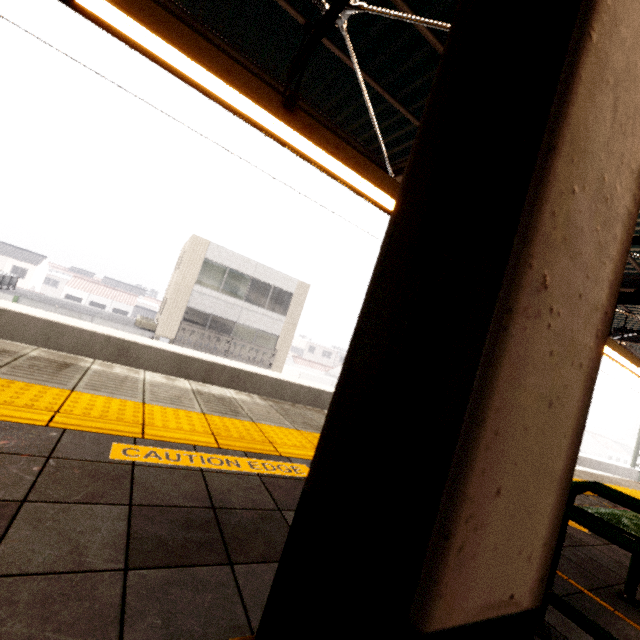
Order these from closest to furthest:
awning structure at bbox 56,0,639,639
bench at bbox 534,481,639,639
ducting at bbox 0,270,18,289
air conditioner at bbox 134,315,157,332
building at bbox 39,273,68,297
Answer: awning structure at bbox 56,0,639,639
bench at bbox 534,481,639,639
ducting at bbox 0,270,18,289
air conditioner at bbox 134,315,157,332
building at bbox 39,273,68,297

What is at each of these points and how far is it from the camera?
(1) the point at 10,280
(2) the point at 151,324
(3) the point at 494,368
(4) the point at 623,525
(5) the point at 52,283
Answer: (1) ducting, 16.0m
(2) air conditioner, 18.0m
(3) awning structure, 0.4m
(4) bench, 1.4m
(5) building, 58.1m

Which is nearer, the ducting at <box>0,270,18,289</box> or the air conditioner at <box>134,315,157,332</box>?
the ducting at <box>0,270,18,289</box>

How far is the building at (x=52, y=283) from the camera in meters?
57.5 m

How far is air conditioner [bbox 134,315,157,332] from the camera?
17.7m

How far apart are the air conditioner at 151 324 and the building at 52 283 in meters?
53.6 m

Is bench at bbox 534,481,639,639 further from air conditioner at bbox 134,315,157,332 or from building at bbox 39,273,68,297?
building at bbox 39,273,68,297

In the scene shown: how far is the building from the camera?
57.5 meters
